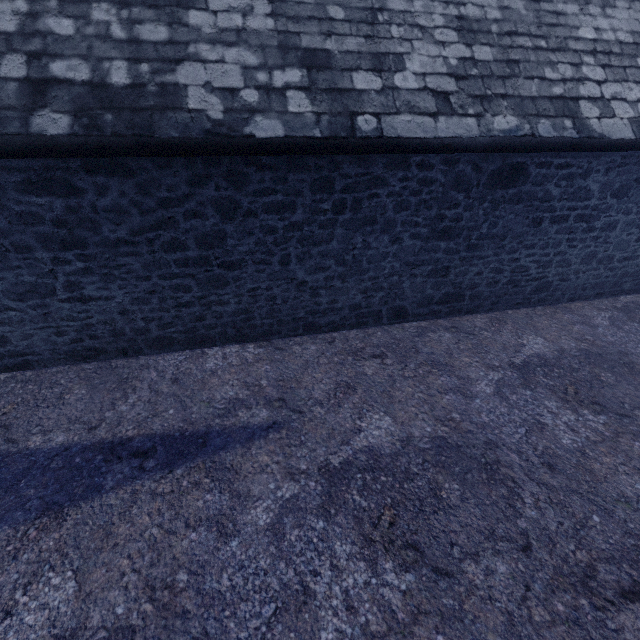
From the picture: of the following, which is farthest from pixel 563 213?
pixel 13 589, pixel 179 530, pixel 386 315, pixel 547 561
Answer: pixel 13 589
